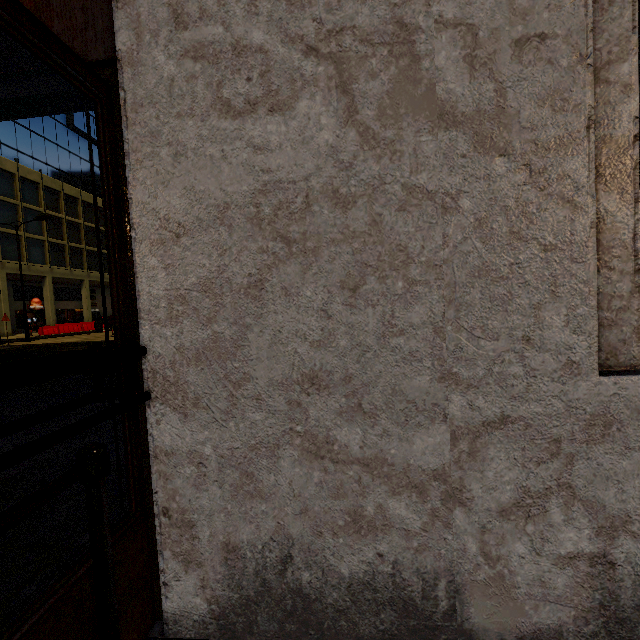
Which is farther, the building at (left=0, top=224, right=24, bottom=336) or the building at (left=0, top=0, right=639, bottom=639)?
the building at (left=0, top=224, right=24, bottom=336)

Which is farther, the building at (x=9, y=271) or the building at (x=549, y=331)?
the building at (x=9, y=271)

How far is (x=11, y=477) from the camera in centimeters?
269cm
